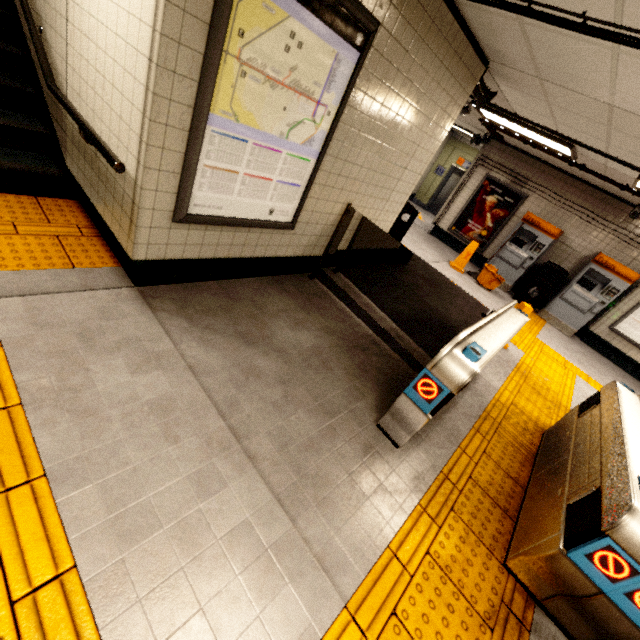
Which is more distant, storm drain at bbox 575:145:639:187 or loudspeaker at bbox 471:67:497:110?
storm drain at bbox 575:145:639:187

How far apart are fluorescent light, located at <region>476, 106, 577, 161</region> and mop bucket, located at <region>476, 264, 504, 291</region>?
2.5 meters

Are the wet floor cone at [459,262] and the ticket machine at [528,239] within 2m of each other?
yes

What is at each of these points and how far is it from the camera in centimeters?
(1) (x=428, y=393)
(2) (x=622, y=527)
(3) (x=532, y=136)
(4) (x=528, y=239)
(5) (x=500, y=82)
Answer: (1) ticket barrier, 226cm
(2) ticket barrier, 168cm
(3) fluorescent light, 598cm
(4) ticket machine, 827cm
(5) storm drain, 421cm

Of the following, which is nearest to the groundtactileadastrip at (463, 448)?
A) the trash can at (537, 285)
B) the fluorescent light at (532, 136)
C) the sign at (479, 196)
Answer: the trash can at (537, 285)

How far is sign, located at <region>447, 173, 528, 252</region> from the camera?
8.7 meters

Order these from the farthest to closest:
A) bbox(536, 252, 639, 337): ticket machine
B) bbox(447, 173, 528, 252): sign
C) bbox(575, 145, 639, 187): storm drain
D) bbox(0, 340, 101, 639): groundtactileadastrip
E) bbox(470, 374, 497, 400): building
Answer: bbox(447, 173, 528, 252): sign
bbox(536, 252, 639, 337): ticket machine
bbox(575, 145, 639, 187): storm drain
bbox(470, 374, 497, 400): building
bbox(0, 340, 101, 639): groundtactileadastrip

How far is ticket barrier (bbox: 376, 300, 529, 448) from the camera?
2.2 meters
